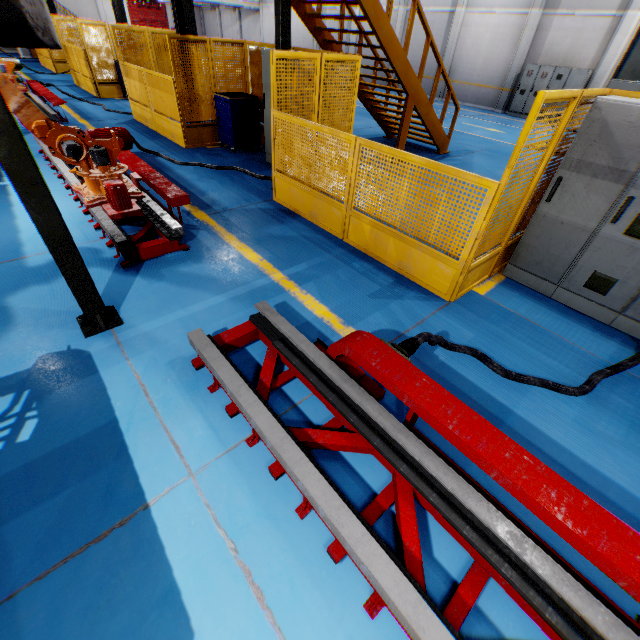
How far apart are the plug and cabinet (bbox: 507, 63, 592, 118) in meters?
19.7

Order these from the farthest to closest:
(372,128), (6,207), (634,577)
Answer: (372,128) → (6,207) → (634,577)

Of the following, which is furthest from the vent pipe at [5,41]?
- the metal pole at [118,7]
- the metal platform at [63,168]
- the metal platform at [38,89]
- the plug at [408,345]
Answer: the metal pole at [118,7]

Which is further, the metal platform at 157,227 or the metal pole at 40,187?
the metal platform at 157,227

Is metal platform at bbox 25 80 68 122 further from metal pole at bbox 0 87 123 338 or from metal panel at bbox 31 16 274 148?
metal pole at bbox 0 87 123 338

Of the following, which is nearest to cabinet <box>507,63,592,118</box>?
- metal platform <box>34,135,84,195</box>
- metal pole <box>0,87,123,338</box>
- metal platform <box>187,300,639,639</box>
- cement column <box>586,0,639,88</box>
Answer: cement column <box>586,0,639,88</box>

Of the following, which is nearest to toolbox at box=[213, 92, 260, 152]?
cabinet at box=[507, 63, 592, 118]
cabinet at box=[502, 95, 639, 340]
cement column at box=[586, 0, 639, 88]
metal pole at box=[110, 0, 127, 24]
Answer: cabinet at box=[502, 95, 639, 340]

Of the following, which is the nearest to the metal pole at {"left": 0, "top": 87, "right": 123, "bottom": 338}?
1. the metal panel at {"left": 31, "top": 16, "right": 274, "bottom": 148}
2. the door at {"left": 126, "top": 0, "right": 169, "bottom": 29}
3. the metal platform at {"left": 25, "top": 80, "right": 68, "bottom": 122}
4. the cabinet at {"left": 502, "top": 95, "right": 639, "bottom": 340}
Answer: the metal panel at {"left": 31, "top": 16, "right": 274, "bottom": 148}
